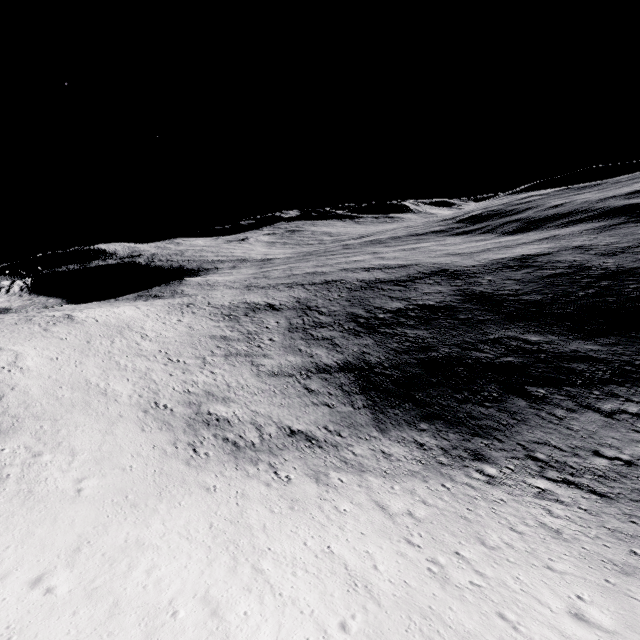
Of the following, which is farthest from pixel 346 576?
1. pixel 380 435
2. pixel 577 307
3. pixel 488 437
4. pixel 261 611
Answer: pixel 577 307
